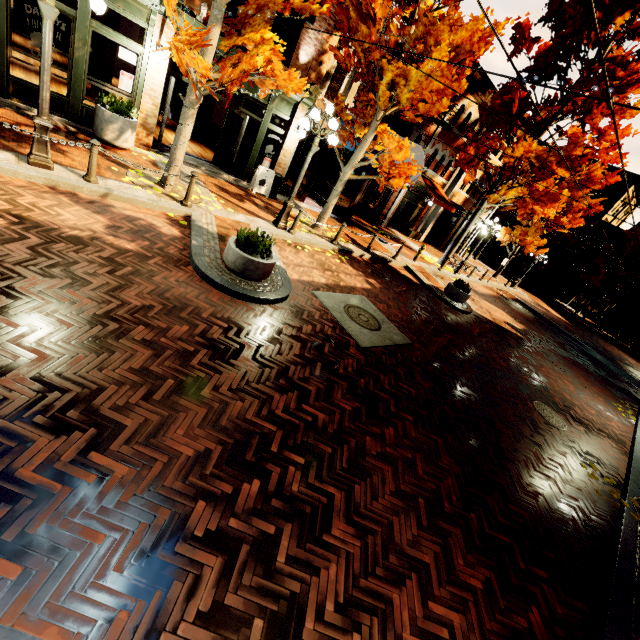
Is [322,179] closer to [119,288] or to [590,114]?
[590,114]

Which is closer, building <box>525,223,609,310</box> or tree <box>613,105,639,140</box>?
tree <box>613,105,639,140</box>

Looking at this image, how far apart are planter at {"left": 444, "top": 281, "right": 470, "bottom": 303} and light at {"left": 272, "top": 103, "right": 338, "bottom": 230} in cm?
723

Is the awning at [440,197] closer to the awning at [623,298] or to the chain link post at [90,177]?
the chain link post at [90,177]

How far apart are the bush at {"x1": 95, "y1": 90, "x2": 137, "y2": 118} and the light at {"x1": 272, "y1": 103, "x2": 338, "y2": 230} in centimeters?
466cm

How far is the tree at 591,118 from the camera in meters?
12.9 m

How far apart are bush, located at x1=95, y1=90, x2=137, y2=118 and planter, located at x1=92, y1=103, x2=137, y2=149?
0.02m

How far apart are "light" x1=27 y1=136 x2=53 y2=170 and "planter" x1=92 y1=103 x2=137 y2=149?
3.0 meters
